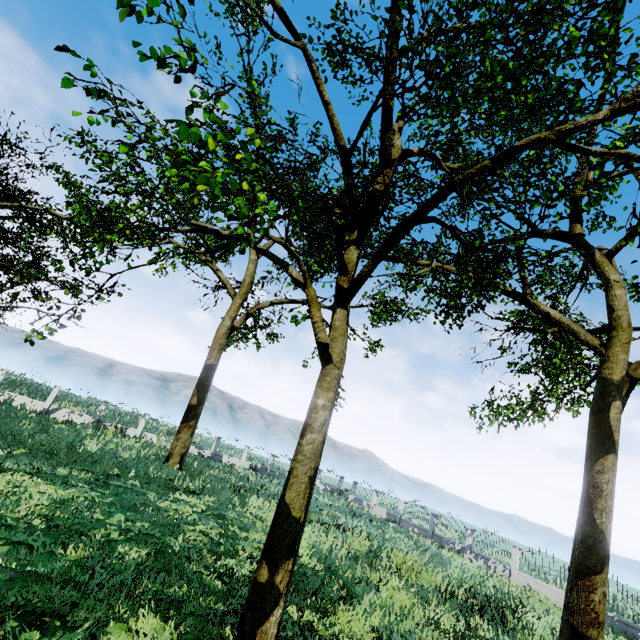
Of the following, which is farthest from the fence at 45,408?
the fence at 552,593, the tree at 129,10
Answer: the fence at 552,593

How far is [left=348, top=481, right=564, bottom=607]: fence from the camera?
19.4 meters

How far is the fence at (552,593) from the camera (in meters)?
19.39

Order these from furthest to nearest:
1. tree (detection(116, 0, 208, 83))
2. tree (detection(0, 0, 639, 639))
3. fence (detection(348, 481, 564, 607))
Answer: fence (detection(348, 481, 564, 607)) → tree (detection(0, 0, 639, 639)) → tree (detection(116, 0, 208, 83))

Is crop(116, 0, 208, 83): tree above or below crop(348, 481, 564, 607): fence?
above

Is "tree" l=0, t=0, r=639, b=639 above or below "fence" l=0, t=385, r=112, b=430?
above

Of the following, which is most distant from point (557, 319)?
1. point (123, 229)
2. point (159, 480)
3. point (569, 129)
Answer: point (159, 480)
